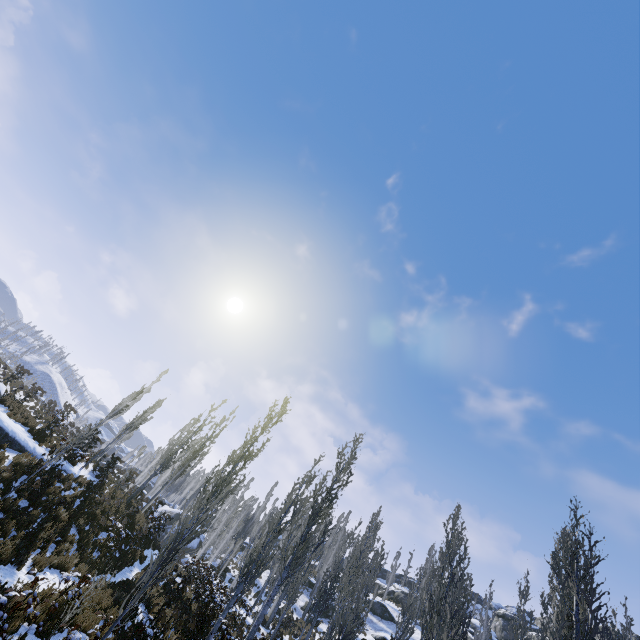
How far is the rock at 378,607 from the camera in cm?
3659

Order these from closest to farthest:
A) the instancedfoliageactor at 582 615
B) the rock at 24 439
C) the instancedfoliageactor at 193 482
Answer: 1. the instancedfoliageactor at 582 615
2. the rock at 24 439
3. the instancedfoliageactor at 193 482

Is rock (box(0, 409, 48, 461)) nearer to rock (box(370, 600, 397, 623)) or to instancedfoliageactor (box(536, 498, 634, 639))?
instancedfoliageactor (box(536, 498, 634, 639))

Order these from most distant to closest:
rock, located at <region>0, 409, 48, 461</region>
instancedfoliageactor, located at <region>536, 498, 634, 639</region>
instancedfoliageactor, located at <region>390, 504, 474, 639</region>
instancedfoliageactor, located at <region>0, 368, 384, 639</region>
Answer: rock, located at <region>0, 409, 48, 461</region>
instancedfoliageactor, located at <region>390, 504, 474, 639</region>
instancedfoliageactor, located at <region>536, 498, 634, 639</region>
instancedfoliageactor, located at <region>0, 368, 384, 639</region>

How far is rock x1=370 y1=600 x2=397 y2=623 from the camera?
36.59m

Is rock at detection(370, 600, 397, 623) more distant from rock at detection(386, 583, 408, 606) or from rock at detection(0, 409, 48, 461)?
rock at detection(0, 409, 48, 461)

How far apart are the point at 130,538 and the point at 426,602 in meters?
30.9 m

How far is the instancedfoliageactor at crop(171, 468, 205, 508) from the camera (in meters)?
55.63
